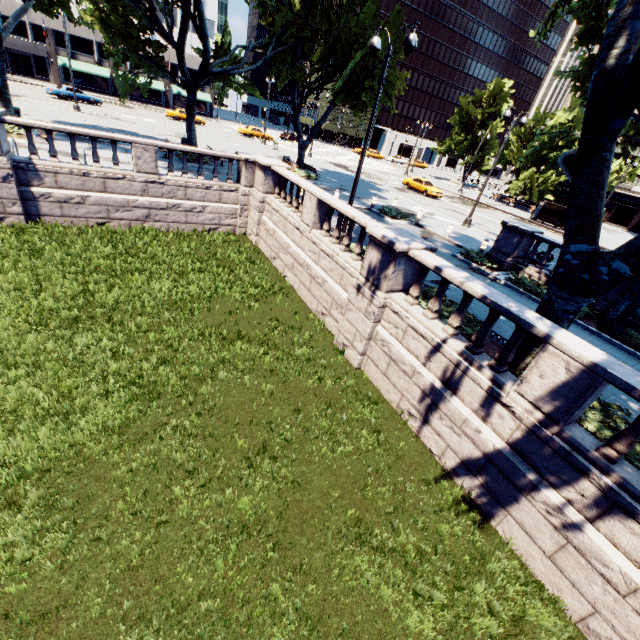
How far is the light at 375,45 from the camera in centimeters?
1096cm

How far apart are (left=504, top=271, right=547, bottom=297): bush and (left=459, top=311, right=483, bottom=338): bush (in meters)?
5.27

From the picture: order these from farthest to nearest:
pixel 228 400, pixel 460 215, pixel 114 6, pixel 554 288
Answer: pixel 460 215 → pixel 114 6 → pixel 228 400 → pixel 554 288

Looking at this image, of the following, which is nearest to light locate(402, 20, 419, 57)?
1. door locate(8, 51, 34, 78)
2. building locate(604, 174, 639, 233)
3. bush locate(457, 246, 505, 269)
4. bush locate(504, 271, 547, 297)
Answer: bush locate(457, 246, 505, 269)

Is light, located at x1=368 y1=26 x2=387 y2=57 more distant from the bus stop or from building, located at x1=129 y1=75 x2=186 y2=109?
building, located at x1=129 y1=75 x2=186 y2=109

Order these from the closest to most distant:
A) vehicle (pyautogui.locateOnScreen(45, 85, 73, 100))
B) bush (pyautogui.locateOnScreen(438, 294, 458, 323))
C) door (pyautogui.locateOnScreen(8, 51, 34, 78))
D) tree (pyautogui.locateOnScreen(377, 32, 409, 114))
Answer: bush (pyautogui.locateOnScreen(438, 294, 458, 323)) → tree (pyautogui.locateOnScreen(377, 32, 409, 114)) → vehicle (pyautogui.locateOnScreen(45, 85, 73, 100)) → door (pyautogui.locateOnScreen(8, 51, 34, 78))

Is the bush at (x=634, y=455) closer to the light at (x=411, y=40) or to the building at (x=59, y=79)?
the light at (x=411, y=40)
